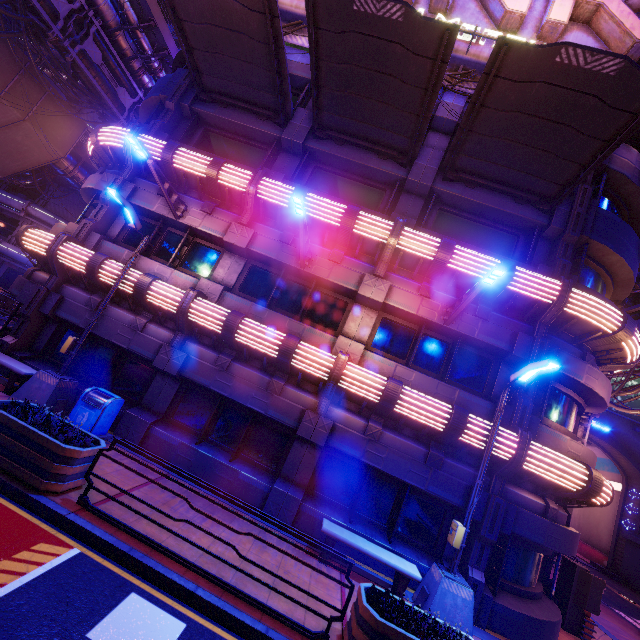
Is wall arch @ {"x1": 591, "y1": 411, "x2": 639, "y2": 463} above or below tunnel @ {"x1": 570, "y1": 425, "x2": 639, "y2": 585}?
above

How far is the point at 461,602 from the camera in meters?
7.0 m

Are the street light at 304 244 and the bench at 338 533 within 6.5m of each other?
no

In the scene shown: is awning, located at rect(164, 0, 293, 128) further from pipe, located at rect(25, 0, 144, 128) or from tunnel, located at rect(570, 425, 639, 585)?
tunnel, located at rect(570, 425, 639, 585)

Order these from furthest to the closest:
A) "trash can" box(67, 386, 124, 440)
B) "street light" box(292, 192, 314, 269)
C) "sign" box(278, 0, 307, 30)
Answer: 1. "sign" box(278, 0, 307, 30)
2. "trash can" box(67, 386, 124, 440)
3. "street light" box(292, 192, 314, 269)

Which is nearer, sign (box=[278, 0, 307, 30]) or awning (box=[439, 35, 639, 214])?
awning (box=[439, 35, 639, 214])

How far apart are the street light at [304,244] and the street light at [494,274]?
4.5m

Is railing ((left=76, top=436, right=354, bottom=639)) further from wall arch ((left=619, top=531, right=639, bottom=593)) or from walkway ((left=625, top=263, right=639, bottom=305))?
wall arch ((left=619, top=531, right=639, bottom=593))
